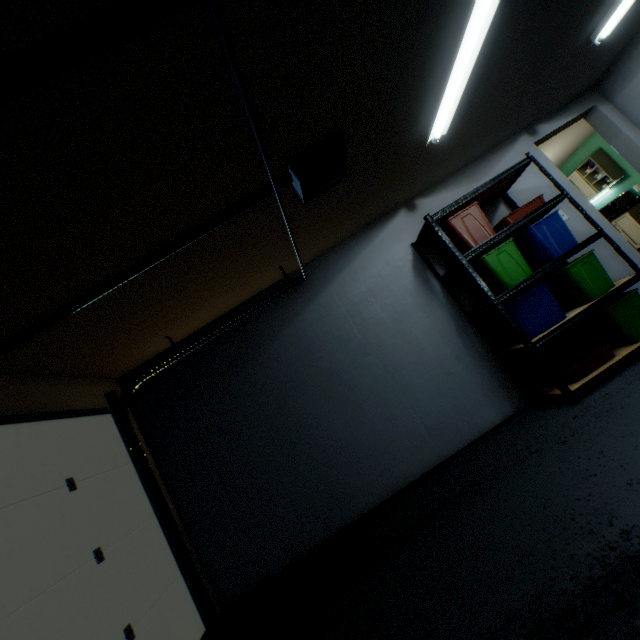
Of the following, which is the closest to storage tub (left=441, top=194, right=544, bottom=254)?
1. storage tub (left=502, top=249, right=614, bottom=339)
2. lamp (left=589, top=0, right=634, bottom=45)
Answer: storage tub (left=502, top=249, right=614, bottom=339)

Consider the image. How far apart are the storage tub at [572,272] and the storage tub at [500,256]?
0.1m

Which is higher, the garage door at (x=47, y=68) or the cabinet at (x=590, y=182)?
the garage door at (x=47, y=68)

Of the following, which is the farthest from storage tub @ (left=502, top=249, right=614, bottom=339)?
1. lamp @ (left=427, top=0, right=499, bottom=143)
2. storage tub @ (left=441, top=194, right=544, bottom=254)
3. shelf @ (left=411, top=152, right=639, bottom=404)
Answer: lamp @ (left=427, top=0, right=499, bottom=143)

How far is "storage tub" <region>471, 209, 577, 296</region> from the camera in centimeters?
285cm

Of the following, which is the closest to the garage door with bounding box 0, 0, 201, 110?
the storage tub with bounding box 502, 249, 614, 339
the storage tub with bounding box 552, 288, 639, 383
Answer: the storage tub with bounding box 502, 249, 614, 339

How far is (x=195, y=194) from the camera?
1.9m

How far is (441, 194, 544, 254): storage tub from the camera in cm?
298
